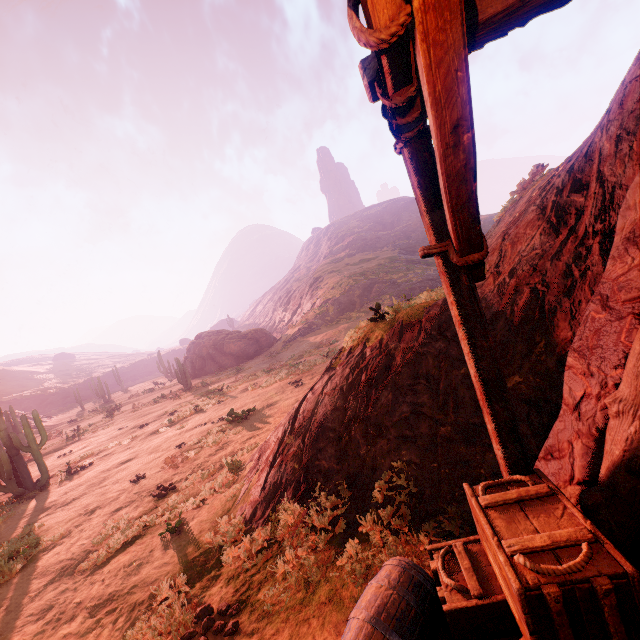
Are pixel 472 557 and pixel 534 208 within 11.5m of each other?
yes

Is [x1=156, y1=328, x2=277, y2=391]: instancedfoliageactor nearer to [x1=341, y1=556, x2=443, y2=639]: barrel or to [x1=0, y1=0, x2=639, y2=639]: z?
[x1=0, y1=0, x2=639, y2=639]: z

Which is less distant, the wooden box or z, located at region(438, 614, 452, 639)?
the wooden box

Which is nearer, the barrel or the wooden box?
the wooden box

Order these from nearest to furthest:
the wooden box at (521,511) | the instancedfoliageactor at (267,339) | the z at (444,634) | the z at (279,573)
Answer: the wooden box at (521,511) < the z at (279,573) < the z at (444,634) < the instancedfoliageactor at (267,339)

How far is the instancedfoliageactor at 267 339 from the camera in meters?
36.5

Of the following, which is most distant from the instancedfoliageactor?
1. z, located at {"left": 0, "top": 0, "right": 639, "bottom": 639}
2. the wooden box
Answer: the wooden box

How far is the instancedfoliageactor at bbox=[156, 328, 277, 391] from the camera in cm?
3653
